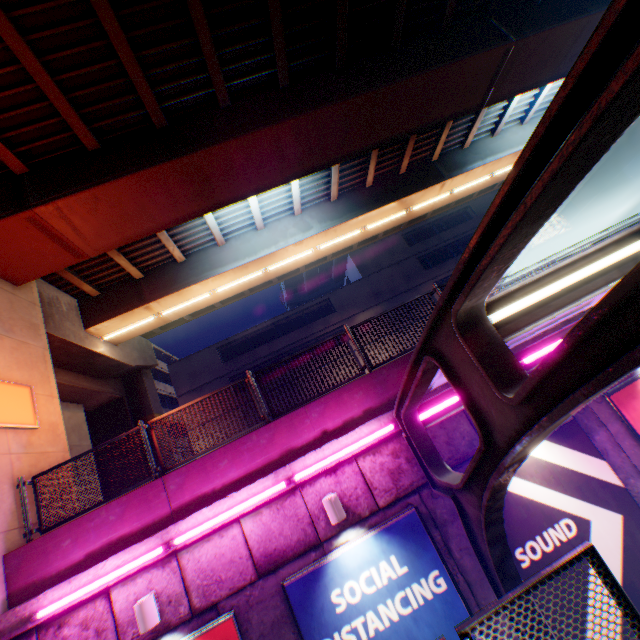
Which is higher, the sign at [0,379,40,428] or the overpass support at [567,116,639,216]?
the overpass support at [567,116,639,216]

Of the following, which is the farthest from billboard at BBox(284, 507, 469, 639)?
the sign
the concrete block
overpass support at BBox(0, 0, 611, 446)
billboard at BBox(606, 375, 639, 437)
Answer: overpass support at BBox(0, 0, 611, 446)

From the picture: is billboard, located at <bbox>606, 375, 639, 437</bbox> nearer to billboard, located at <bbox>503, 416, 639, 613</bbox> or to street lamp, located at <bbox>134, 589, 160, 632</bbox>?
billboard, located at <bbox>503, 416, 639, 613</bbox>

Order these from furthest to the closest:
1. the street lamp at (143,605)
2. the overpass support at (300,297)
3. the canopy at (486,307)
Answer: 1. the overpass support at (300,297)
2. the street lamp at (143,605)
3. the canopy at (486,307)

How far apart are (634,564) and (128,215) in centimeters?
1324cm

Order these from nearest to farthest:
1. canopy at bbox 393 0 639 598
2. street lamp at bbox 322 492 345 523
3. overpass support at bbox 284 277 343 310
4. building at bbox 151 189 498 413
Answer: canopy at bbox 393 0 639 598 < street lamp at bbox 322 492 345 523 < building at bbox 151 189 498 413 < overpass support at bbox 284 277 343 310

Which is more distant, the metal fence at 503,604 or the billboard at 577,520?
the billboard at 577,520

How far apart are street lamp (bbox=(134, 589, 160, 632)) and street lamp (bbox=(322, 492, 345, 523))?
3.11m
